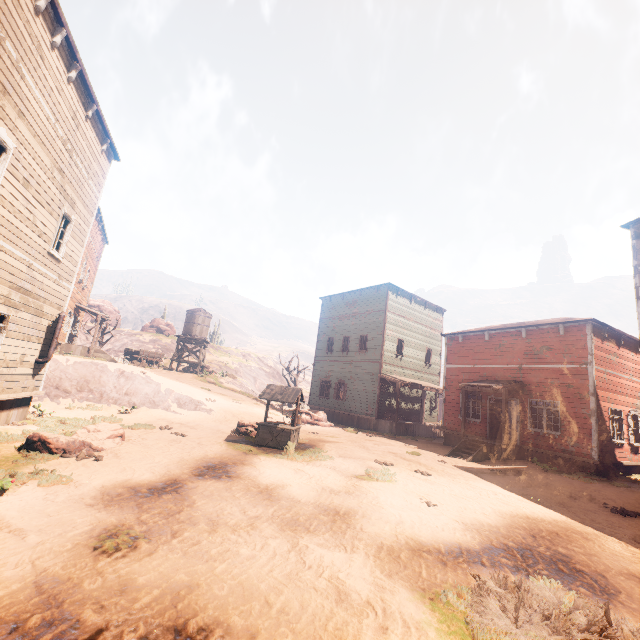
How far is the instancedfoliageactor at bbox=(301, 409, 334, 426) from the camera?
22.53m

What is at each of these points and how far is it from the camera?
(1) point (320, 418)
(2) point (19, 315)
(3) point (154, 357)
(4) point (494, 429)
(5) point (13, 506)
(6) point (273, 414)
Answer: (1) instancedfoliageactor, 22.9m
(2) building, 9.7m
(3) carraige, 30.2m
(4) bp, 17.9m
(5) z, 5.0m
(6) z, 22.8m

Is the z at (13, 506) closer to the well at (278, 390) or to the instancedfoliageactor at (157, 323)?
the well at (278, 390)

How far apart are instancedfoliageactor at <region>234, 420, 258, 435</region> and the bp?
11.8 meters

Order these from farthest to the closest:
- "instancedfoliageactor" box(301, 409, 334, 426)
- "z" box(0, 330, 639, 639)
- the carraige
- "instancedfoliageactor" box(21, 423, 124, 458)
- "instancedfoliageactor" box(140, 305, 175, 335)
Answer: "instancedfoliageactor" box(140, 305, 175, 335), the carraige, "instancedfoliageactor" box(301, 409, 334, 426), "instancedfoliageactor" box(21, 423, 124, 458), "z" box(0, 330, 639, 639)

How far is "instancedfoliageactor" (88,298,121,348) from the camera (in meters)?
30.91

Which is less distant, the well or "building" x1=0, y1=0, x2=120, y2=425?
"building" x1=0, y1=0, x2=120, y2=425

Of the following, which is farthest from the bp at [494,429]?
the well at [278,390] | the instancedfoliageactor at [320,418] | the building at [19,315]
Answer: the well at [278,390]
